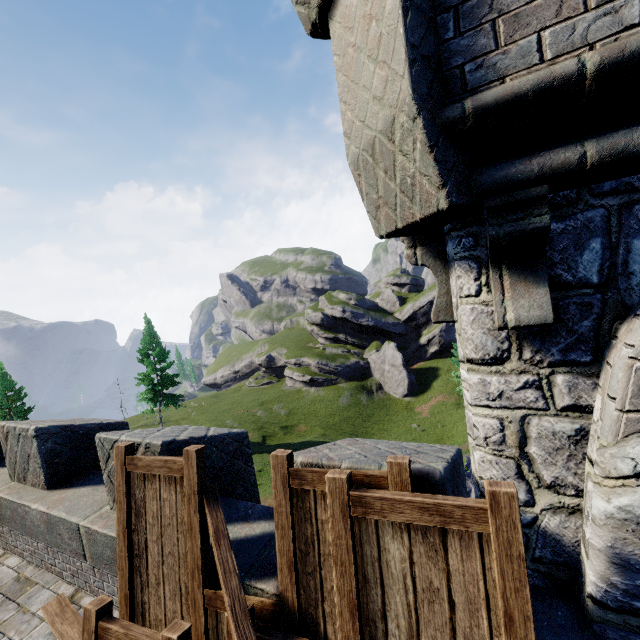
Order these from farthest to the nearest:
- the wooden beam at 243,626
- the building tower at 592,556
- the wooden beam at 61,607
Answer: the wooden beam at 61,607, the wooden beam at 243,626, the building tower at 592,556

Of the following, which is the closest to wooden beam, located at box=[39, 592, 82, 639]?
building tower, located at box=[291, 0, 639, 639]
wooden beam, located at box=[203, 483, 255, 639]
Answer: wooden beam, located at box=[203, 483, 255, 639]

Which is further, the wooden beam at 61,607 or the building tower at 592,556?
the wooden beam at 61,607

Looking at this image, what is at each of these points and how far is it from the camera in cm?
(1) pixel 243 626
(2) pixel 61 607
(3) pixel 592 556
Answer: (1) wooden beam, 228
(2) wooden beam, 405
(3) building tower, 208

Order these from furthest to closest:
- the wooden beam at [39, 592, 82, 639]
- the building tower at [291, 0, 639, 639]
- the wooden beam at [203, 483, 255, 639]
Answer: the wooden beam at [39, 592, 82, 639]
the wooden beam at [203, 483, 255, 639]
the building tower at [291, 0, 639, 639]

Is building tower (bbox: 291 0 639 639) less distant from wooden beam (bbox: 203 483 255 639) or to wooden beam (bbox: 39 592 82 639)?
wooden beam (bbox: 203 483 255 639)
